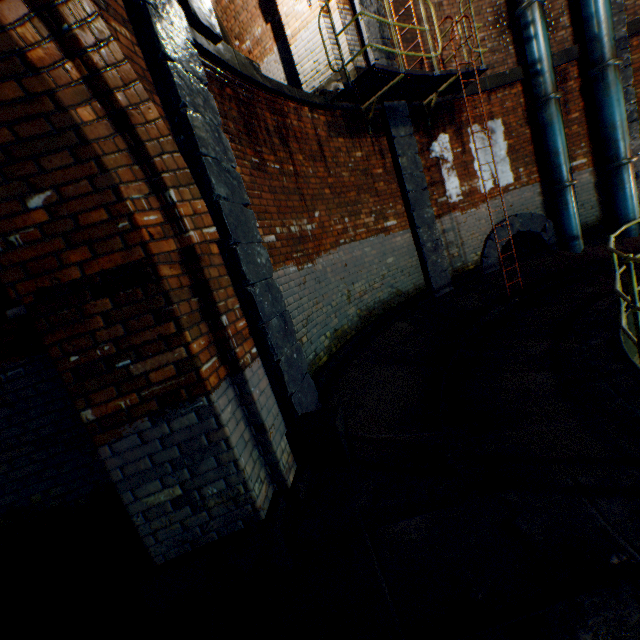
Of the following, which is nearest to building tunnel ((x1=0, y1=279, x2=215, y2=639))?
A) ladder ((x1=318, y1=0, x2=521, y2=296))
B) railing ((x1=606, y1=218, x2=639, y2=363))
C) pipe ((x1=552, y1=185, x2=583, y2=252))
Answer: railing ((x1=606, y1=218, x2=639, y2=363))

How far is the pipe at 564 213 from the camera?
7.8 meters

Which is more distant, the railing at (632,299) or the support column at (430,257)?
the support column at (430,257)

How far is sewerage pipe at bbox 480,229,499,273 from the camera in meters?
8.1

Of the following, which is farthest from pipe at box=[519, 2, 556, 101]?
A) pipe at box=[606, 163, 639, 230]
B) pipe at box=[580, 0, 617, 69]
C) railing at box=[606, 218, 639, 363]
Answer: railing at box=[606, 218, 639, 363]

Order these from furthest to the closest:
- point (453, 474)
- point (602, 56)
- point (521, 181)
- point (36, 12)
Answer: point (521, 181) < point (602, 56) < point (453, 474) < point (36, 12)

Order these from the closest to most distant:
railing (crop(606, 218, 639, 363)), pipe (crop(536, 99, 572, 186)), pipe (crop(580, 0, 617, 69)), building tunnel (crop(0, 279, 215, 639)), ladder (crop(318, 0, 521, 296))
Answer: building tunnel (crop(0, 279, 215, 639))
railing (crop(606, 218, 639, 363))
ladder (crop(318, 0, 521, 296))
pipe (crop(580, 0, 617, 69))
pipe (crop(536, 99, 572, 186))

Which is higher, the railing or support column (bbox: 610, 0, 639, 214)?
support column (bbox: 610, 0, 639, 214)
